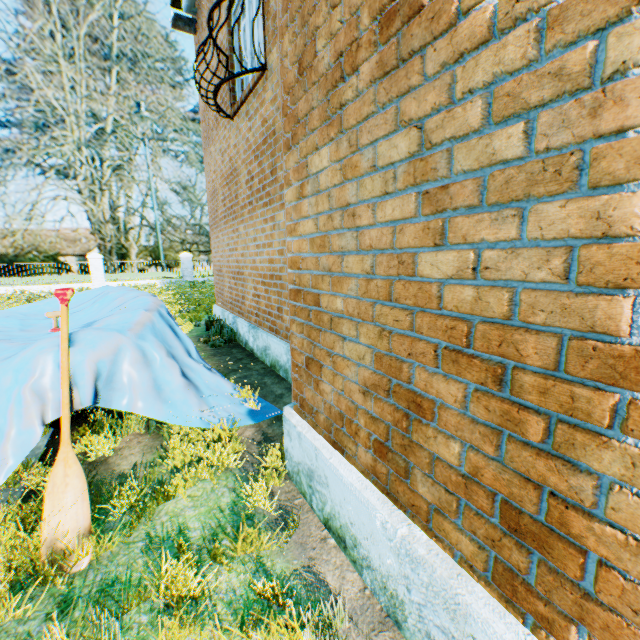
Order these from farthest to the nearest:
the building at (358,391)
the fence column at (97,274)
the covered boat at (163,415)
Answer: the fence column at (97,274) → the covered boat at (163,415) → the building at (358,391)

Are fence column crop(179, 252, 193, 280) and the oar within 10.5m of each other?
no

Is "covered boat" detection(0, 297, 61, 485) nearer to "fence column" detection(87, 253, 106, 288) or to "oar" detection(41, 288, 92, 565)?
"oar" detection(41, 288, 92, 565)

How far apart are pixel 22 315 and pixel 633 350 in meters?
7.9 m

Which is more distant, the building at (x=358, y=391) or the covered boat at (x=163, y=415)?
the covered boat at (x=163, y=415)

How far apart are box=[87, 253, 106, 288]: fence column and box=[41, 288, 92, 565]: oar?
22.12m

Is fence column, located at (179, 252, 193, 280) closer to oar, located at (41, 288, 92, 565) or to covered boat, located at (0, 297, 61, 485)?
covered boat, located at (0, 297, 61, 485)

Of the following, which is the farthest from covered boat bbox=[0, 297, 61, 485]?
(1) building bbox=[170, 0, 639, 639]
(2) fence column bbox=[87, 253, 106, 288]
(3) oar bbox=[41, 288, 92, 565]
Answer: (2) fence column bbox=[87, 253, 106, 288]
